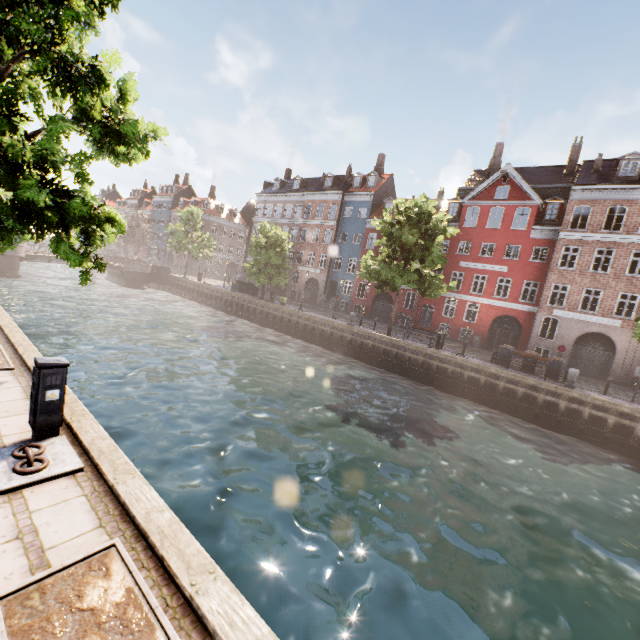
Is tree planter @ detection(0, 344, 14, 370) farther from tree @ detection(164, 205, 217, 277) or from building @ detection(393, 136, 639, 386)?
building @ detection(393, 136, 639, 386)

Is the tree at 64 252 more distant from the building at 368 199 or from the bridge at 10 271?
the building at 368 199

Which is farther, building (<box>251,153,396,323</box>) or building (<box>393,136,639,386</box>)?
building (<box>251,153,396,323</box>)

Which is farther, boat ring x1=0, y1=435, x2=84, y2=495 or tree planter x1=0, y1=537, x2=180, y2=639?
boat ring x1=0, y1=435, x2=84, y2=495

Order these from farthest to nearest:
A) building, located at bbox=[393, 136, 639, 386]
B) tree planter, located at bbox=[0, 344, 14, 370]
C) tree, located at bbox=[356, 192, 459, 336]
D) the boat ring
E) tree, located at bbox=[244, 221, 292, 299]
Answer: tree, located at bbox=[244, 221, 292, 299] → building, located at bbox=[393, 136, 639, 386] → tree, located at bbox=[356, 192, 459, 336] → tree planter, located at bbox=[0, 344, 14, 370] → the boat ring

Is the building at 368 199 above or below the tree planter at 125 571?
above

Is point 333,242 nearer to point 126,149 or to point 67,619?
point 126,149

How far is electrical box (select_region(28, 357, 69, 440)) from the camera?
4.8 meters
